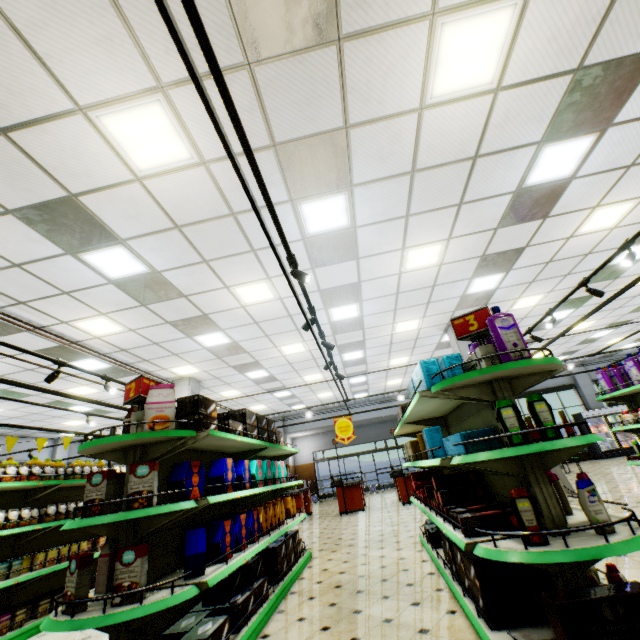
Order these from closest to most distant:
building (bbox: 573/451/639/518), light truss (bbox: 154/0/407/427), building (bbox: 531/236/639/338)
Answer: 1. light truss (bbox: 154/0/407/427)
2. building (bbox: 573/451/639/518)
3. building (bbox: 531/236/639/338)

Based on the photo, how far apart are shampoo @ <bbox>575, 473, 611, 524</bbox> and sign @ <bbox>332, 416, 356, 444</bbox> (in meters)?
7.76

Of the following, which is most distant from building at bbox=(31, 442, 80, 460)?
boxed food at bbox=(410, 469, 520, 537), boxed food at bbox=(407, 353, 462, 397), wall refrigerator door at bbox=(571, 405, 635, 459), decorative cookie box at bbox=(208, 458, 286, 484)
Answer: boxed food at bbox=(407, 353, 462, 397)

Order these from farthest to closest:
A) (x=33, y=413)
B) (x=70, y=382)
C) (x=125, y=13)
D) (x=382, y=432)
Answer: (x=382, y=432)
(x=33, y=413)
(x=70, y=382)
(x=125, y=13)

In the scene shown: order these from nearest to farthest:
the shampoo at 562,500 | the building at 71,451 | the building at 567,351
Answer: the shampoo at 562,500 < the building at 567,351 < the building at 71,451

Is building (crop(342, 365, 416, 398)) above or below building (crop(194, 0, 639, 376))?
above

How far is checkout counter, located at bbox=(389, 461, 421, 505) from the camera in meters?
11.2 m

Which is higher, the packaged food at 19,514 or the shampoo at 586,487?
the packaged food at 19,514
